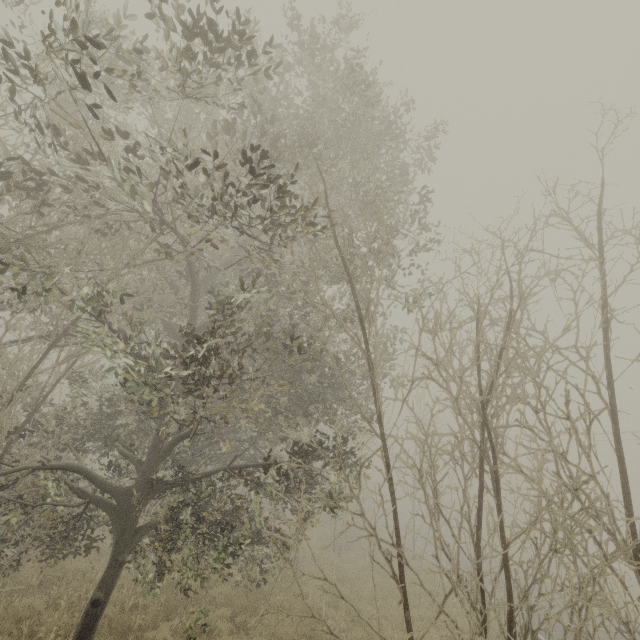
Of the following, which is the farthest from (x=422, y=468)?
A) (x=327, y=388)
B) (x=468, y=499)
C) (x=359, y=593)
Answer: (x=359, y=593)
